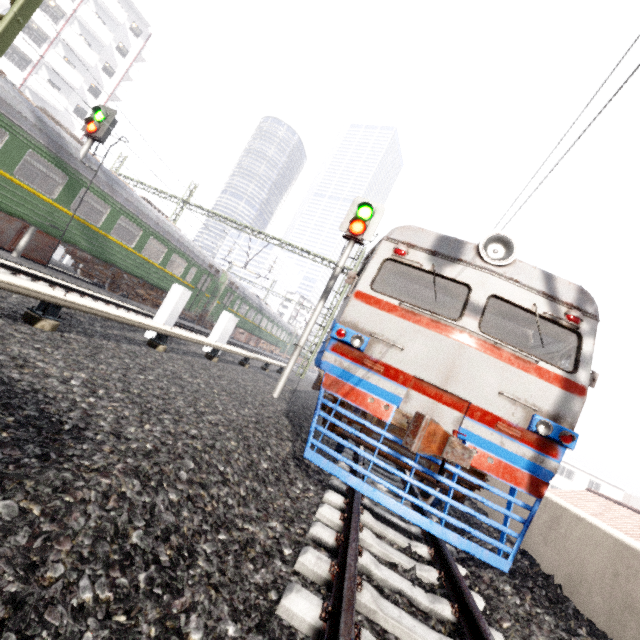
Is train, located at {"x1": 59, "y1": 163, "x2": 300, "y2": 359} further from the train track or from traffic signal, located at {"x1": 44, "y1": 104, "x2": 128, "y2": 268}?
the train track

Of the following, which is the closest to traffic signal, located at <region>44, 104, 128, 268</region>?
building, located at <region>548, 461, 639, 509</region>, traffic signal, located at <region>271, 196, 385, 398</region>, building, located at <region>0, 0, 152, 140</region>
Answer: traffic signal, located at <region>271, 196, 385, 398</region>

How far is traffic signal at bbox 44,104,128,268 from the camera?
10.9m

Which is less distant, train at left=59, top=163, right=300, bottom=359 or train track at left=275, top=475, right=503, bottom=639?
train track at left=275, top=475, right=503, bottom=639

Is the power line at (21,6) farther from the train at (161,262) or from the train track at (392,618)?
the train track at (392,618)

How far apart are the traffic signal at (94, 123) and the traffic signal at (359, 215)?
9.0m

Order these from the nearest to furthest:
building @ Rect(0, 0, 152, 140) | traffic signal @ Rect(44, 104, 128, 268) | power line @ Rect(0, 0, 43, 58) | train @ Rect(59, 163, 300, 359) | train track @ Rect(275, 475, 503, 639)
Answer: train track @ Rect(275, 475, 503, 639), power line @ Rect(0, 0, 43, 58), traffic signal @ Rect(44, 104, 128, 268), train @ Rect(59, 163, 300, 359), building @ Rect(0, 0, 152, 140)

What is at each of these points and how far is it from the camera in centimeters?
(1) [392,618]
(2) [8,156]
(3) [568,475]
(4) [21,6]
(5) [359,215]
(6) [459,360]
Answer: (1) train track, 225cm
(2) train, 916cm
(3) building, 4478cm
(4) power line, 286cm
(5) traffic signal, 882cm
(6) train, 427cm
